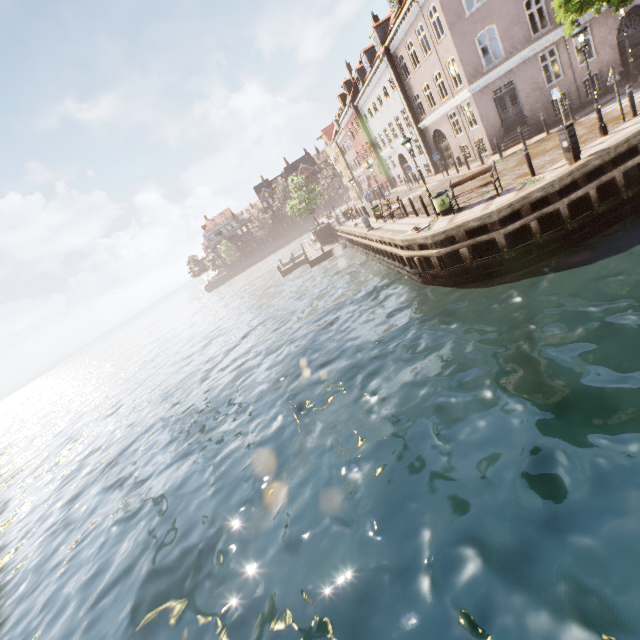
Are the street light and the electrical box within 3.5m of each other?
yes

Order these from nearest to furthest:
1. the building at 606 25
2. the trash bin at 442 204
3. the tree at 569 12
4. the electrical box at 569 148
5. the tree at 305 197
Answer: the electrical box at 569 148 → the tree at 569 12 → the trash bin at 442 204 → the building at 606 25 → the tree at 305 197

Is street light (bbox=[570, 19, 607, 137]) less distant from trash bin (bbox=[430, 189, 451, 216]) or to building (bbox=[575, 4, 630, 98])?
trash bin (bbox=[430, 189, 451, 216])

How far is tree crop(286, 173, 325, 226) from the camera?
39.1m

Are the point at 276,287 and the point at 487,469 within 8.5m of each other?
no

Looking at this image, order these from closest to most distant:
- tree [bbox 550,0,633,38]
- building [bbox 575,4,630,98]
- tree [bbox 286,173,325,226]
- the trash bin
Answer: tree [bbox 550,0,633,38]
the trash bin
building [bbox 575,4,630,98]
tree [bbox 286,173,325,226]

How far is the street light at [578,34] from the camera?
10.6 meters

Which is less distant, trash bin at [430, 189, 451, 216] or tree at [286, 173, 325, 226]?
trash bin at [430, 189, 451, 216]
